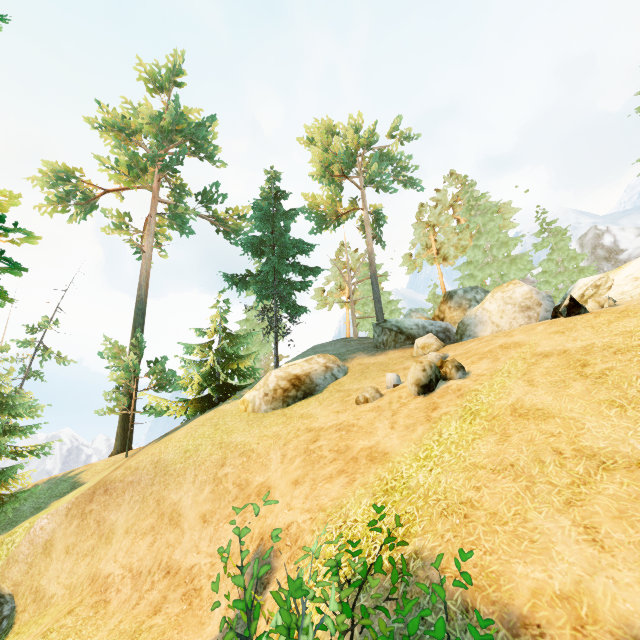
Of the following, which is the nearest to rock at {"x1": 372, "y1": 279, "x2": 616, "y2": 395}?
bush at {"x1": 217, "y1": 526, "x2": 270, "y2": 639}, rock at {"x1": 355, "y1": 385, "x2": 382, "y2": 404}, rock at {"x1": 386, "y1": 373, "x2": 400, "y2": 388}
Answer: rock at {"x1": 386, "y1": 373, "x2": 400, "y2": 388}

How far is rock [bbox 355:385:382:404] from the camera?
10.9m

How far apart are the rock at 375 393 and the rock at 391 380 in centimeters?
64cm

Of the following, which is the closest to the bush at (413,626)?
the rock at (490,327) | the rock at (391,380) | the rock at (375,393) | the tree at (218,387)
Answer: the tree at (218,387)

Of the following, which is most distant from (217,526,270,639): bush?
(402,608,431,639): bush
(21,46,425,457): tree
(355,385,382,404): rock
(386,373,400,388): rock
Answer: (386,373,400,388): rock

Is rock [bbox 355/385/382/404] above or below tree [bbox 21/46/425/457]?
below

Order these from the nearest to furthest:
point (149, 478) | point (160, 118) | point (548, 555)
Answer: point (548, 555) < point (149, 478) < point (160, 118)

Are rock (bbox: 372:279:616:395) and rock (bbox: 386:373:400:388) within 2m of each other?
no
